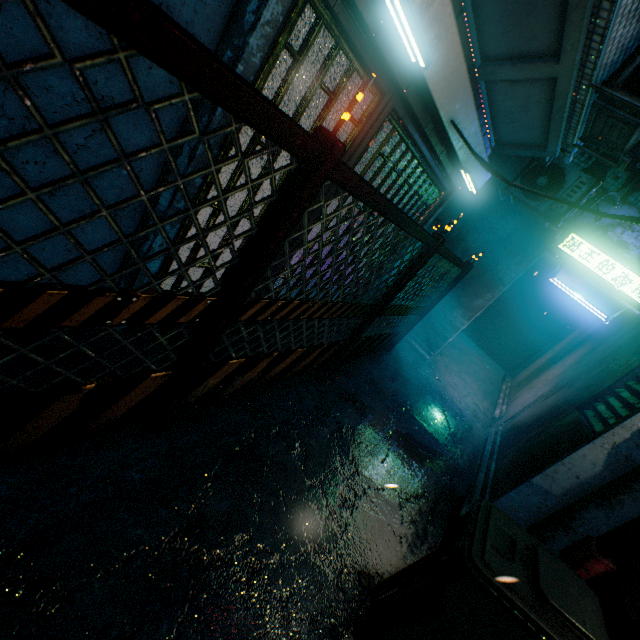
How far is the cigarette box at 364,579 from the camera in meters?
2.0

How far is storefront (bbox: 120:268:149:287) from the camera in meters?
2.1 m

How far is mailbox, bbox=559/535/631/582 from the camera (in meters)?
1.54

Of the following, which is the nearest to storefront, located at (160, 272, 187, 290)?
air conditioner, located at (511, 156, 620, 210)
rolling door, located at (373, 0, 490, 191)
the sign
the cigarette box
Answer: rolling door, located at (373, 0, 490, 191)

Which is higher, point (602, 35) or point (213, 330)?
point (602, 35)

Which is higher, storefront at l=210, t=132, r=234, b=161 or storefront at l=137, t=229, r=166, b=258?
storefront at l=210, t=132, r=234, b=161

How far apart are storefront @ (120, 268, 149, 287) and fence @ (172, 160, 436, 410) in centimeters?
70cm

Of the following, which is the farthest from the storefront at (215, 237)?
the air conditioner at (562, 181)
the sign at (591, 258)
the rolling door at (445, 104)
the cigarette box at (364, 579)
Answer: the cigarette box at (364, 579)
